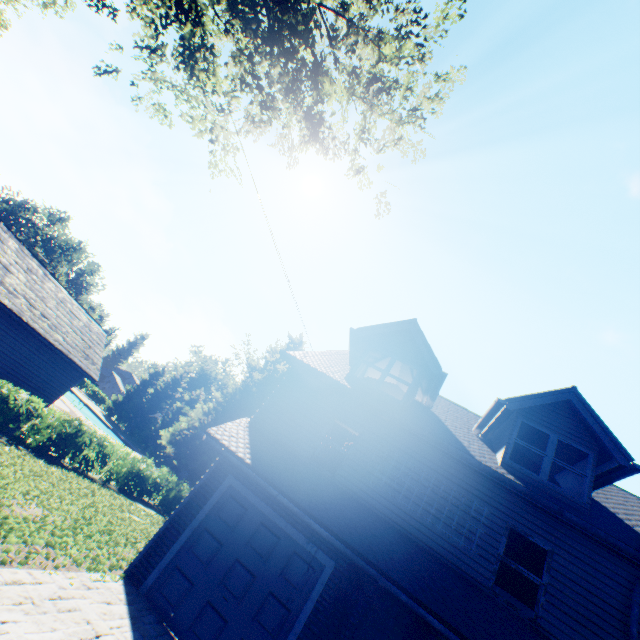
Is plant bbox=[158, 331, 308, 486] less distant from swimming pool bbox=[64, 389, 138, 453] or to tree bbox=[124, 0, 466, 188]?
tree bbox=[124, 0, 466, 188]

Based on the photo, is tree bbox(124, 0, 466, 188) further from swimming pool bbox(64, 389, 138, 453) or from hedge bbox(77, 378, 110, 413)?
swimming pool bbox(64, 389, 138, 453)

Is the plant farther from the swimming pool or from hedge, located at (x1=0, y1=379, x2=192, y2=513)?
hedge, located at (x1=0, y1=379, x2=192, y2=513)

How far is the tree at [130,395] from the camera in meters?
50.2

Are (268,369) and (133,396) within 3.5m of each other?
no

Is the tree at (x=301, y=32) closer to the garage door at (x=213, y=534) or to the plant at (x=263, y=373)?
the plant at (x=263, y=373)

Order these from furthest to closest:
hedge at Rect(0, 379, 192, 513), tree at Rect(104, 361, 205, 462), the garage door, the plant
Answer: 1. tree at Rect(104, 361, 205, 462)
2. the plant
3. hedge at Rect(0, 379, 192, 513)
4. the garage door

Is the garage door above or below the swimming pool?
above
